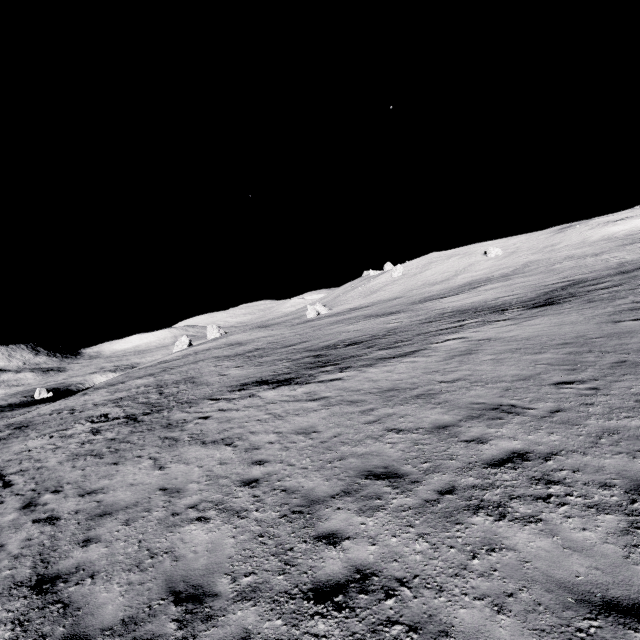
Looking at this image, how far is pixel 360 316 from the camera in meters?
51.1 m
